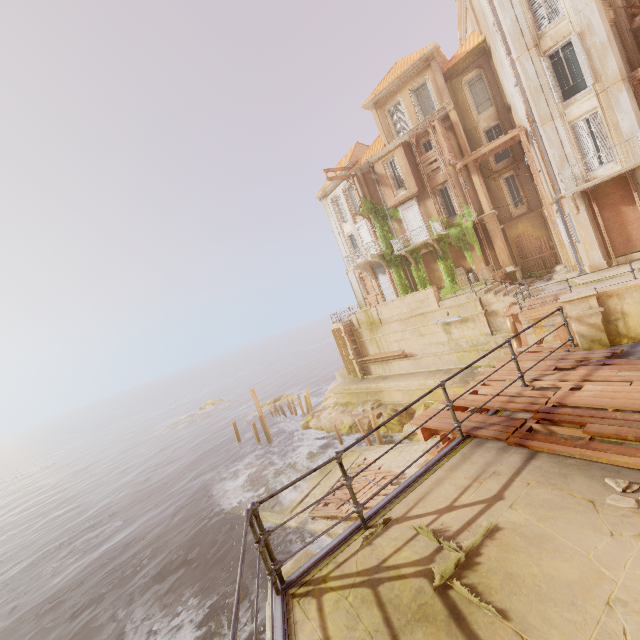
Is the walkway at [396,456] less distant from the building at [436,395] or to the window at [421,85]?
the building at [436,395]

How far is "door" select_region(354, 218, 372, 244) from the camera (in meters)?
29.34

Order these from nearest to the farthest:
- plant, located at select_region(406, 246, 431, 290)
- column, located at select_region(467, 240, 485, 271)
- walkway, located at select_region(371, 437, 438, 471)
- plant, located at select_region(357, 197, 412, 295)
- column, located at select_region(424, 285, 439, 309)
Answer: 1. walkway, located at select_region(371, 437, 438, 471)
2. column, located at select_region(424, 285, 439, 309)
3. column, located at select_region(467, 240, 485, 271)
4. plant, located at select_region(406, 246, 431, 290)
5. plant, located at select_region(357, 197, 412, 295)

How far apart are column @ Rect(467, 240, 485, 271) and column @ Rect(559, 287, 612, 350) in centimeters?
1832cm

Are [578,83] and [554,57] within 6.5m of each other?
yes

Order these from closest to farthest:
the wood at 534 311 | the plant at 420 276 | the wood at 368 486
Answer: the wood at 534 311 → the wood at 368 486 → the plant at 420 276

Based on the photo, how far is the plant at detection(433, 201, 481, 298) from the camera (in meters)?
23.64

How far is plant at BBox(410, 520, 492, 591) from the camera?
2.96m
